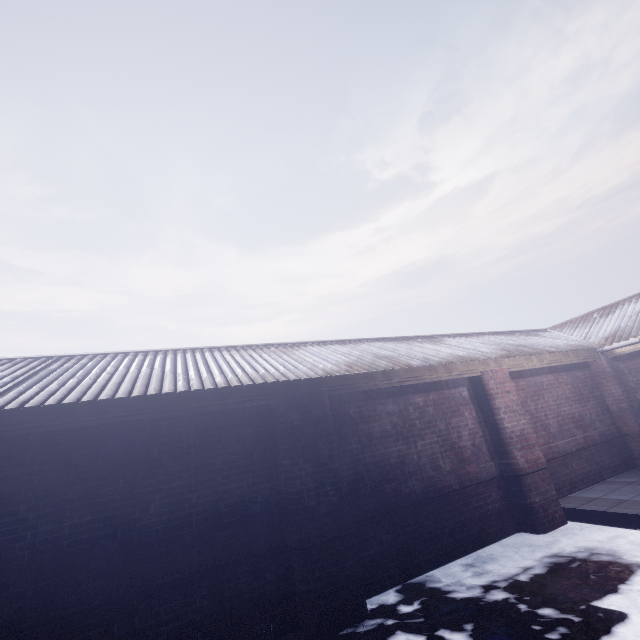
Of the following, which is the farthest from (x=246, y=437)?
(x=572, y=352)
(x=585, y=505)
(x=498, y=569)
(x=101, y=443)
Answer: (x=572, y=352)
